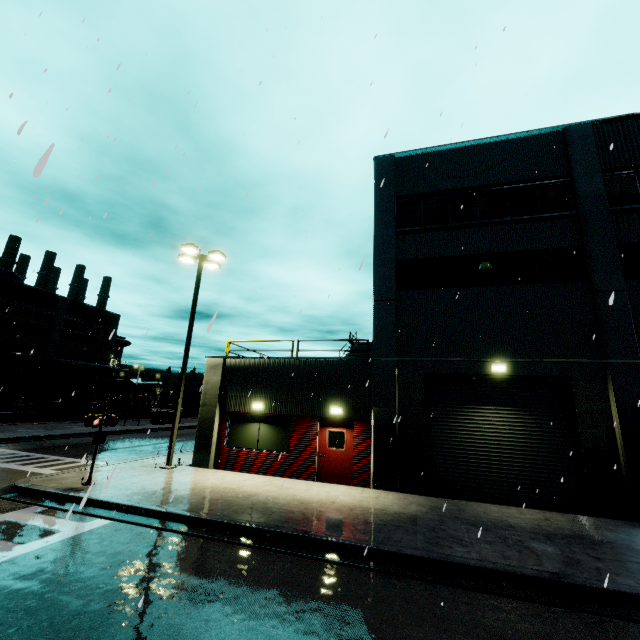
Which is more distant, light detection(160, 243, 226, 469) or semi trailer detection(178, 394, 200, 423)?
semi trailer detection(178, 394, 200, 423)

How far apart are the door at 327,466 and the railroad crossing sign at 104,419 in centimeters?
686cm

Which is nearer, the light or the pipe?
the light

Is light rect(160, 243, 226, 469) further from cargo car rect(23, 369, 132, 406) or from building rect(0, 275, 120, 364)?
cargo car rect(23, 369, 132, 406)

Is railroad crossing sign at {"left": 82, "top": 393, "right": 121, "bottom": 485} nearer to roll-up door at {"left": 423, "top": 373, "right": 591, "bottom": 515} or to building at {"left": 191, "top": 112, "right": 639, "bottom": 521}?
building at {"left": 191, "top": 112, "right": 639, "bottom": 521}

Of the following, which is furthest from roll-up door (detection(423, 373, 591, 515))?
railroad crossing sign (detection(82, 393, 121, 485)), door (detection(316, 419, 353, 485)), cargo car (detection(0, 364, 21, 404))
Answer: cargo car (detection(0, 364, 21, 404))

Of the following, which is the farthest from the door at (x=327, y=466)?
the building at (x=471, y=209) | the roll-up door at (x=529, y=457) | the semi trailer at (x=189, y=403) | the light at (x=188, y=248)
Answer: the semi trailer at (x=189, y=403)

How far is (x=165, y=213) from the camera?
13.4m
